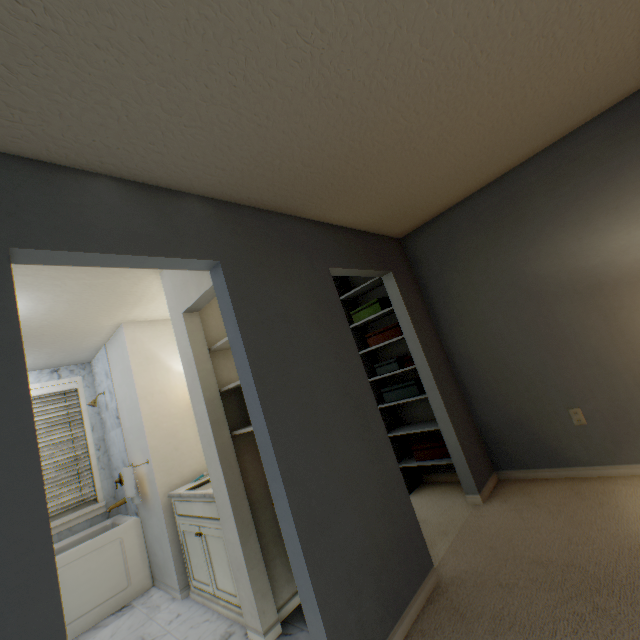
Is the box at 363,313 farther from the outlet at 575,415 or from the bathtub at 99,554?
the bathtub at 99,554

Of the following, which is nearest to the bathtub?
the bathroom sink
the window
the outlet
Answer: the window

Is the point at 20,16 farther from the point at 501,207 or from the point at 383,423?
the point at 501,207

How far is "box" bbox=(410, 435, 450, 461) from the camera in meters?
3.0

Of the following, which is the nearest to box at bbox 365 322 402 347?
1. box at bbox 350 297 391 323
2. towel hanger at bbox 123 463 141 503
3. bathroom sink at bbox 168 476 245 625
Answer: box at bbox 350 297 391 323

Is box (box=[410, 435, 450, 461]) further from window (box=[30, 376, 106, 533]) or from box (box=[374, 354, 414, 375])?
window (box=[30, 376, 106, 533])

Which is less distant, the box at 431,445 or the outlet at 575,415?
the outlet at 575,415

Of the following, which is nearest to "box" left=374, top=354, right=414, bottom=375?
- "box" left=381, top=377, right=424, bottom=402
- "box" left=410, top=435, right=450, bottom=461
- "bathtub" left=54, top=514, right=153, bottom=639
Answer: "box" left=381, top=377, right=424, bottom=402
